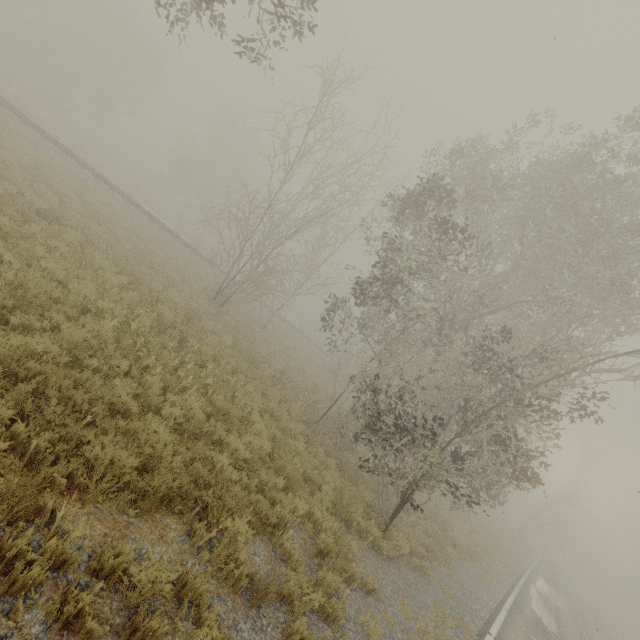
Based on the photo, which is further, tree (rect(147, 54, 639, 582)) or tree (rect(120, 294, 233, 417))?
tree (rect(147, 54, 639, 582))

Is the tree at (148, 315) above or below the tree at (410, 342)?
below

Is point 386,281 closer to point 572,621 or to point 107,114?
point 572,621

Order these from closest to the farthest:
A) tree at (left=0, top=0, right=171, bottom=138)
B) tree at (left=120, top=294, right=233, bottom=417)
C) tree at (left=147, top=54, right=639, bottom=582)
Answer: tree at (left=120, top=294, right=233, bottom=417) → tree at (left=147, top=54, right=639, bottom=582) → tree at (left=0, top=0, right=171, bottom=138)

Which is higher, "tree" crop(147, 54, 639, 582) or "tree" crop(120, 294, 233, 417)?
"tree" crop(147, 54, 639, 582)

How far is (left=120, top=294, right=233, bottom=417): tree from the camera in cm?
691

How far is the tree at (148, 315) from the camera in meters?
6.9
